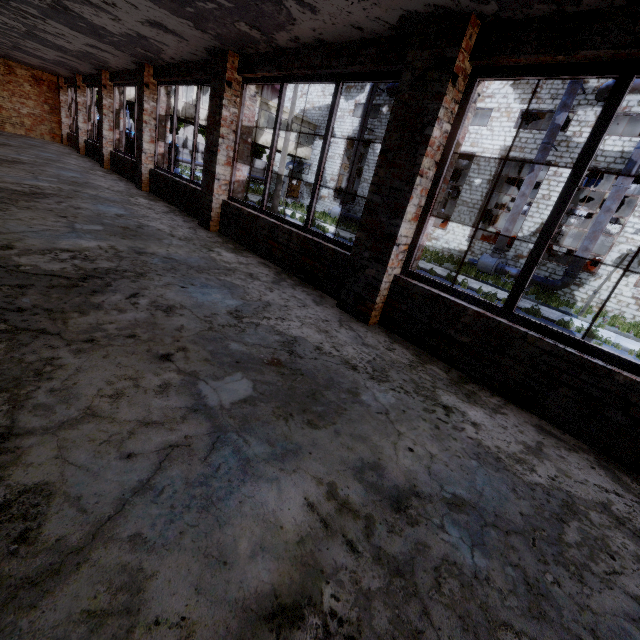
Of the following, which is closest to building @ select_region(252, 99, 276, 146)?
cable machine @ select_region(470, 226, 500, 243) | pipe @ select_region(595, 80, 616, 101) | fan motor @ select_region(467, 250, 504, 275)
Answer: cable machine @ select_region(470, 226, 500, 243)

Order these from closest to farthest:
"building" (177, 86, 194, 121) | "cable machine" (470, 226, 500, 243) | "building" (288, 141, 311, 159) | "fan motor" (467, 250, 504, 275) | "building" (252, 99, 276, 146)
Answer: "fan motor" (467, 250, 504, 275) < "building" (177, 86, 194, 121) < "cable machine" (470, 226, 500, 243) < "building" (252, 99, 276, 146) < "building" (288, 141, 311, 159)

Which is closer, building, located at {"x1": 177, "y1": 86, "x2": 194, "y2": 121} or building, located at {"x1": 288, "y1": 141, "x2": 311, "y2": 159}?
building, located at {"x1": 177, "y1": 86, "x2": 194, "y2": 121}

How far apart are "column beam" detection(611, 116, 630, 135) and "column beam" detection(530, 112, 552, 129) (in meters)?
4.00

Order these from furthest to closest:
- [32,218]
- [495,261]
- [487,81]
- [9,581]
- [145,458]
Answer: [487,81], [495,261], [32,218], [145,458], [9,581]

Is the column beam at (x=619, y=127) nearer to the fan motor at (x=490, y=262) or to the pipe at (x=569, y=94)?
the pipe at (x=569, y=94)

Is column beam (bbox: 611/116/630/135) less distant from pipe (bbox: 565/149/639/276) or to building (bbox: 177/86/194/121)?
pipe (bbox: 565/149/639/276)

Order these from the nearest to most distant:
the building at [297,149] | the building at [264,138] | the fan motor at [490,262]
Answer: the fan motor at [490,262] → the building at [264,138] → the building at [297,149]
